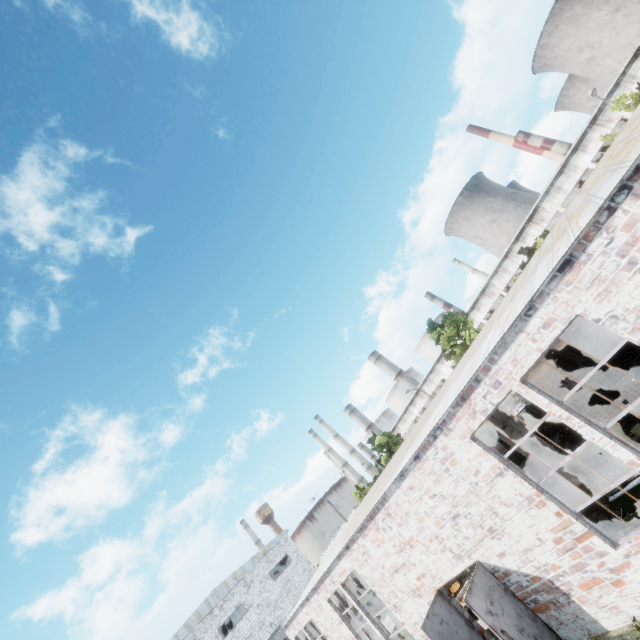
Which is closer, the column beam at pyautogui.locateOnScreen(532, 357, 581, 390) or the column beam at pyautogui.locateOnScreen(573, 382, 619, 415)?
the column beam at pyautogui.locateOnScreen(573, 382, 619, 415)

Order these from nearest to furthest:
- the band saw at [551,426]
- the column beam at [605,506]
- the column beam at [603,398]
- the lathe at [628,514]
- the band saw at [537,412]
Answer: the lathe at [628,514], the column beam at [605,506], the column beam at [603,398], the band saw at [551,426], the band saw at [537,412]

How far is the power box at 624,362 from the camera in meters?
14.7 m

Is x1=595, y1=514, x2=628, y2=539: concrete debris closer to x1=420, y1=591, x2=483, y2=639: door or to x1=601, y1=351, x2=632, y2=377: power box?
x1=420, y1=591, x2=483, y2=639: door

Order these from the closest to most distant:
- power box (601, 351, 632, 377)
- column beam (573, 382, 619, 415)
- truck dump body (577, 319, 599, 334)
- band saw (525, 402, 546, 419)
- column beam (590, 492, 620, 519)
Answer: column beam (590, 492, 620, 519), column beam (573, 382, 619, 415), power box (601, 351, 632, 377), band saw (525, 402, 546, 419), truck dump body (577, 319, 599, 334)

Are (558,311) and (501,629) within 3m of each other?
no

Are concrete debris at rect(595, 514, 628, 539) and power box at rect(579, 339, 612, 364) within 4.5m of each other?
no

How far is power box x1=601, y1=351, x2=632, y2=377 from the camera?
14.68m
